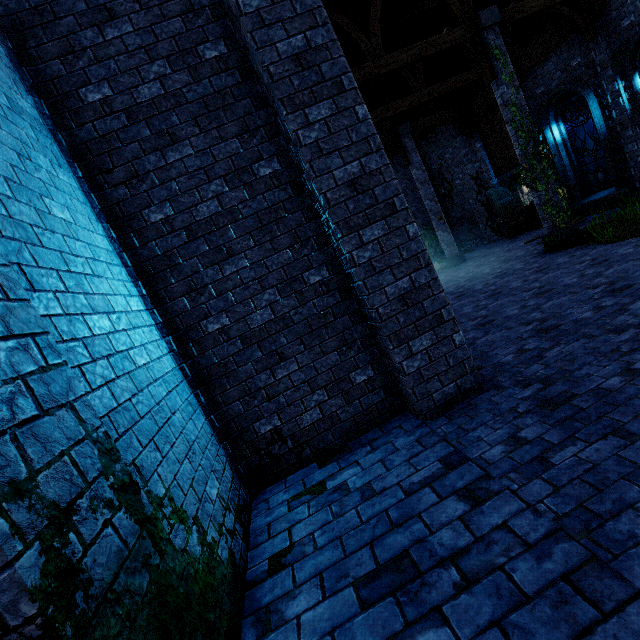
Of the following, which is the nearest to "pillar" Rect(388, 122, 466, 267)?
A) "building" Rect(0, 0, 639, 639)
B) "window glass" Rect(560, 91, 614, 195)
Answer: "building" Rect(0, 0, 639, 639)

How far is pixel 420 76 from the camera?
12.08m

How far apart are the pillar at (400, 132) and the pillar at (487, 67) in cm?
524

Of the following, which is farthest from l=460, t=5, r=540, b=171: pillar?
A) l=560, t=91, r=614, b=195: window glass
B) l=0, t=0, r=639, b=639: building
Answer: l=560, t=91, r=614, b=195: window glass

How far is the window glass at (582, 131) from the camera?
11.50m

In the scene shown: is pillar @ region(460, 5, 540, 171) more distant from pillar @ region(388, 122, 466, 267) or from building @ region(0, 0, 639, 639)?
pillar @ region(388, 122, 466, 267)

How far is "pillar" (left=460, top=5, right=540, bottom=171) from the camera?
9.0 meters
